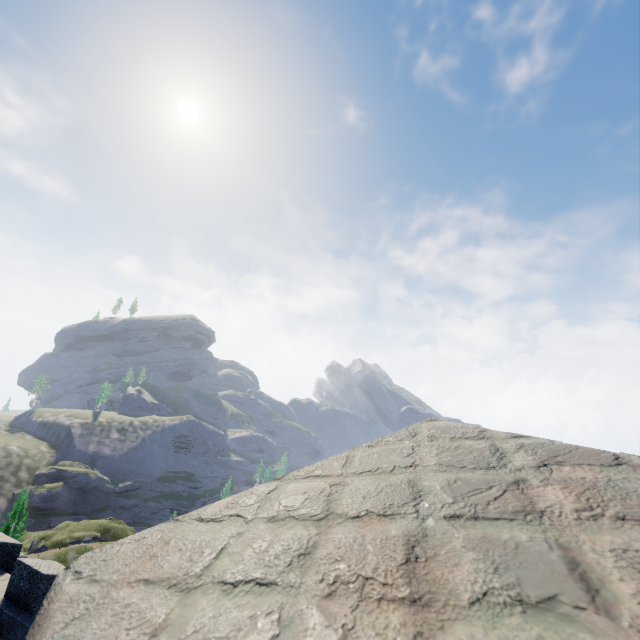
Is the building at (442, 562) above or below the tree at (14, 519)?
above

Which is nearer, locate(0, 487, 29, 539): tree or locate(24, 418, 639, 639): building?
locate(24, 418, 639, 639): building

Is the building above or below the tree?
above

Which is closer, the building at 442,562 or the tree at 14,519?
the building at 442,562

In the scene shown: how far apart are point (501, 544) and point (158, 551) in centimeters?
78cm
